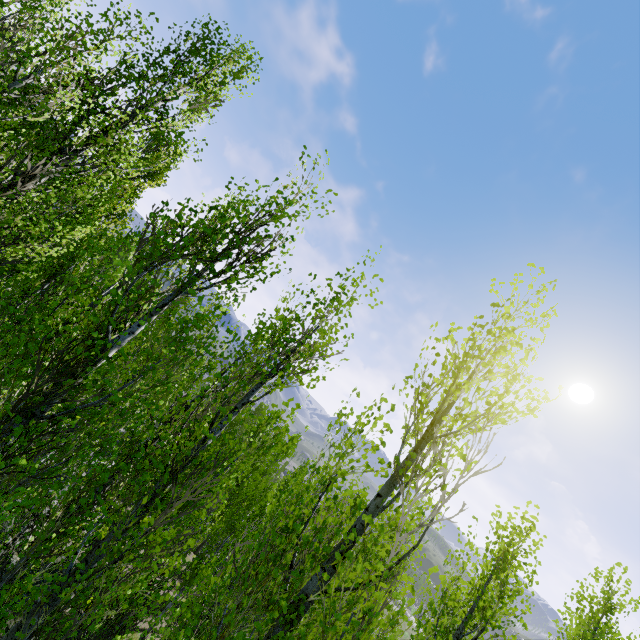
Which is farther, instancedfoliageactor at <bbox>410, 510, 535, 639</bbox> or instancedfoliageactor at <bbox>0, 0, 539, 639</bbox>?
instancedfoliageactor at <bbox>410, 510, 535, 639</bbox>

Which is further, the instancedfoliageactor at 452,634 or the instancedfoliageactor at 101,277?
the instancedfoliageactor at 452,634

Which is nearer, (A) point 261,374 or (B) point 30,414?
(B) point 30,414
